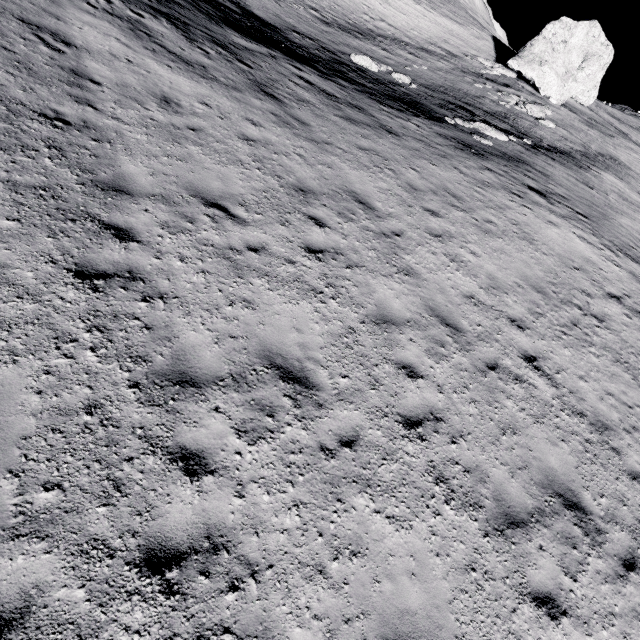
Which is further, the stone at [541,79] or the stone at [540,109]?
the stone at [541,79]

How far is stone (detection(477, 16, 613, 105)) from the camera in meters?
31.0 m

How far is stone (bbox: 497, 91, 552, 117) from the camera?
25.0m

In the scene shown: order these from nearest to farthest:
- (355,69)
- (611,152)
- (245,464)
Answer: (245,464)
(355,69)
(611,152)

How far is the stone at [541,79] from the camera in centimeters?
3105cm

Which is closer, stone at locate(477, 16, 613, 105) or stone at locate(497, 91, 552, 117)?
stone at locate(497, 91, 552, 117)

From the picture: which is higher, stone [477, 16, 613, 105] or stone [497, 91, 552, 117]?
stone [477, 16, 613, 105]
